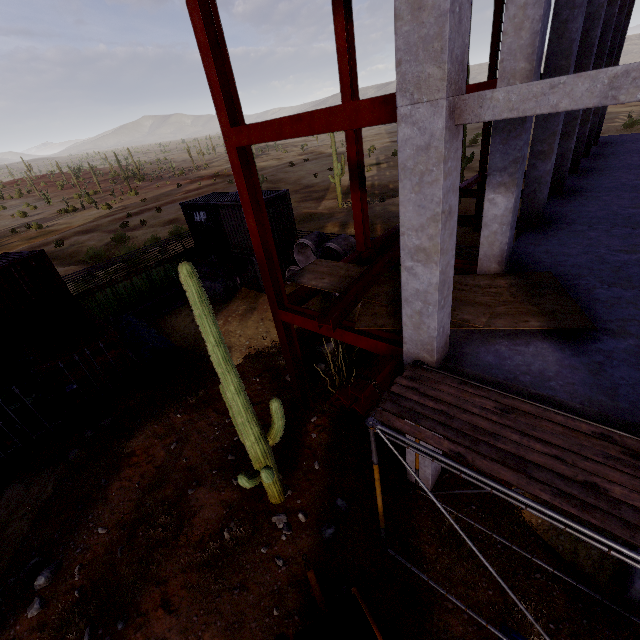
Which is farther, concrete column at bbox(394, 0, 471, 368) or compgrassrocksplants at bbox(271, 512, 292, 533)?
compgrassrocksplants at bbox(271, 512, 292, 533)

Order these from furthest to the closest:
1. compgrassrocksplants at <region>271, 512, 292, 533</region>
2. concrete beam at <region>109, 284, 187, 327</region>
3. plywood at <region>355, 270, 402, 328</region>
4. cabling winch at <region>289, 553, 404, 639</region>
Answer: concrete beam at <region>109, 284, 187, 327</region> < compgrassrocksplants at <region>271, 512, 292, 533</region> < plywood at <region>355, 270, 402, 328</region> < cabling winch at <region>289, 553, 404, 639</region>

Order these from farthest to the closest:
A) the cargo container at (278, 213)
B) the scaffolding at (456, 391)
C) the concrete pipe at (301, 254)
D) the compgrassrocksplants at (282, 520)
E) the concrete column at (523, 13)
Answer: the cargo container at (278, 213) → the concrete pipe at (301, 254) → the compgrassrocksplants at (282, 520) → the concrete column at (523, 13) → the scaffolding at (456, 391)

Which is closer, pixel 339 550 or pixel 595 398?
pixel 595 398

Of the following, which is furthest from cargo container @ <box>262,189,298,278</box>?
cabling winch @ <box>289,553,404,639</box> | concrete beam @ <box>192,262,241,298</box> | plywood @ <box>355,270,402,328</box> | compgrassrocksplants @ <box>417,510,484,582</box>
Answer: cabling winch @ <box>289,553,404,639</box>

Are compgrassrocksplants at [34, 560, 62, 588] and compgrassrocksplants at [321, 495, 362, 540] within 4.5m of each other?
no

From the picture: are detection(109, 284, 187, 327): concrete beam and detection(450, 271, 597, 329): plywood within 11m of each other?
no

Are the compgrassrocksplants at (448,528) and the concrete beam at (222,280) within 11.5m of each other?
no
